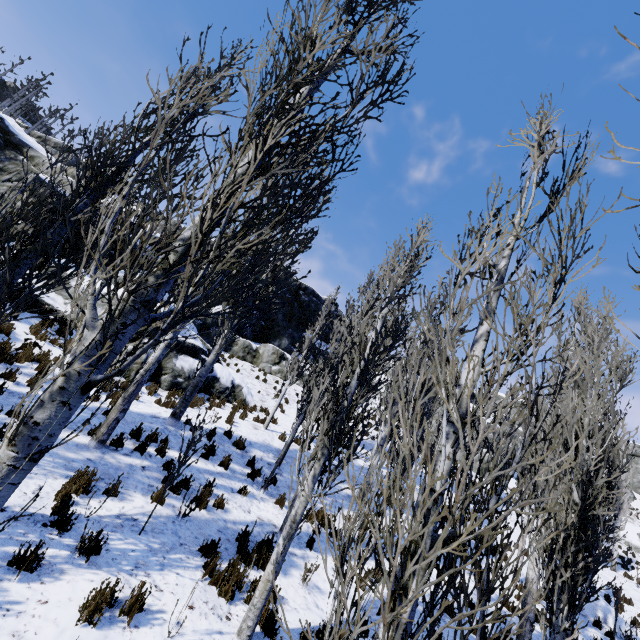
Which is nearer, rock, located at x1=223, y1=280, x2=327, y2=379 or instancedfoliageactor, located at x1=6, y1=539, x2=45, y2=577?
instancedfoliageactor, located at x1=6, y1=539, x2=45, y2=577

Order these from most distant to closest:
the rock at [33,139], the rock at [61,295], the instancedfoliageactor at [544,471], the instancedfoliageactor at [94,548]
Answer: the rock at [33,139], the rock at [61,295], the instancedfoliageactor at [94,548], the instancedfoliageactor at [544,471]

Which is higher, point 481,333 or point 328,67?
point 328,67

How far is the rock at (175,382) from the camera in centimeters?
1317cm

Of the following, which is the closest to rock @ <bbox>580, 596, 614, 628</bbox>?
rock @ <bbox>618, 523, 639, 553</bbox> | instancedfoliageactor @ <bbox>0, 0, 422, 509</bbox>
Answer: instancedfoliageactor @ <bbox>0, 0, 422, 509</bbox>

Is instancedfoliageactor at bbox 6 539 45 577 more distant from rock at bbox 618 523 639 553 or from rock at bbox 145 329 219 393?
rock at bbox 618 523 639 553

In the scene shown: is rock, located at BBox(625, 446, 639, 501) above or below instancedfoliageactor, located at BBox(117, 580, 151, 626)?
above

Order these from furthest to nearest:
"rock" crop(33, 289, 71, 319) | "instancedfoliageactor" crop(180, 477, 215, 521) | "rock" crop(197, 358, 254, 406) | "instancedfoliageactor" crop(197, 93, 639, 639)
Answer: "rock" crop(197, 358, 254, 406), "rock" crop(33, 289, 71, 319), "instancedfoliageactor" crop(180, 477, 215, 521), "instancedfoliageactor" crop(197, 93, 639, 639)
